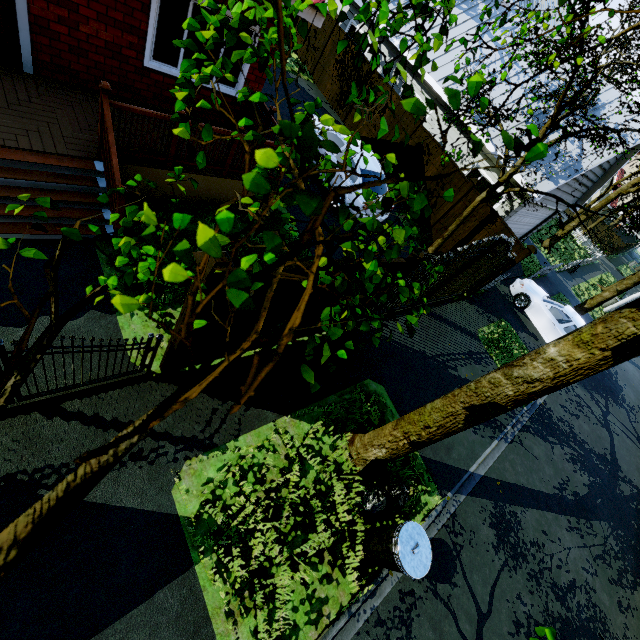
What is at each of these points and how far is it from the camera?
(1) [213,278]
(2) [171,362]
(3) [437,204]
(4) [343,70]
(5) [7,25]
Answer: (1) fence post, 3.0m
(2) fence post, 4.4m
(3) fence, 12.1m
(4) fence, 14.2m
(5) door, 4.9m

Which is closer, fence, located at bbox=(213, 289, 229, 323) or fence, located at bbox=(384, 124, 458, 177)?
fence, located at bbox=(213, 289, 229, 323)

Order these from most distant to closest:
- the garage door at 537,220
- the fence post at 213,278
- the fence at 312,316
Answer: the garage door at 537,220
the fence at 312,316
the fence post at 213,278

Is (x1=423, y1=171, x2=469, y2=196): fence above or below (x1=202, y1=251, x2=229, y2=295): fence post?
below

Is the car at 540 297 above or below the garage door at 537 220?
below

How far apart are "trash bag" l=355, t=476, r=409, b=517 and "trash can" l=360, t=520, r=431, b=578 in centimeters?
15cm

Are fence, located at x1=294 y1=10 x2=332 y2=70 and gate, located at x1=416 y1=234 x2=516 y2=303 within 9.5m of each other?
no

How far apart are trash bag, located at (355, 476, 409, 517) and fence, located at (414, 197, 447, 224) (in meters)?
9.78
